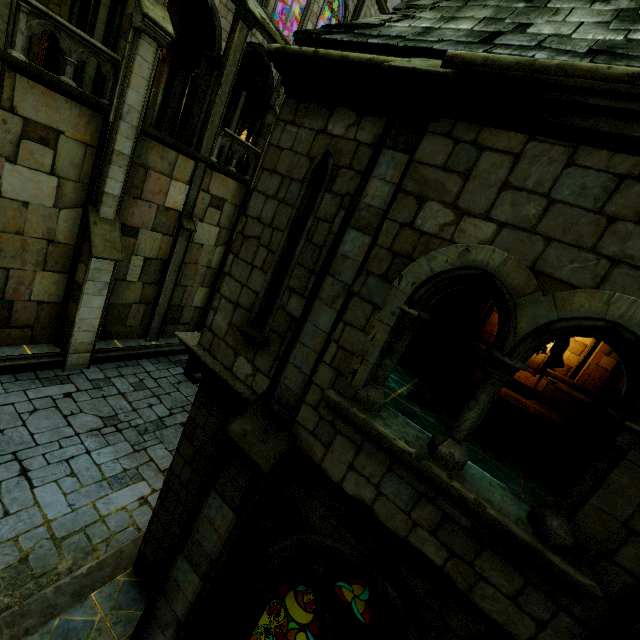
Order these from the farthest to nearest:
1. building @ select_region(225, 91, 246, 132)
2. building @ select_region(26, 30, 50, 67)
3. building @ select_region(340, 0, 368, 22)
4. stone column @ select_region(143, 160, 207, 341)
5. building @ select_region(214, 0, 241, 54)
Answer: building @ select_region(26, 30, 50, 67)
building @ select_region(340, 0, 368, 22)
building @ select_region(225, 91, 246, 132)
stone column @ select_region(143, 160, 207, 341)
building @ select_region(214, 0, 241, 54)

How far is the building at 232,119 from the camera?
15.4m

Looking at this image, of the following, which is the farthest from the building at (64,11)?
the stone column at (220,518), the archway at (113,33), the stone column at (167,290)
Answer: the stone column at (220,518)

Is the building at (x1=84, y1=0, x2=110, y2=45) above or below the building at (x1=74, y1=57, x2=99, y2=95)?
above

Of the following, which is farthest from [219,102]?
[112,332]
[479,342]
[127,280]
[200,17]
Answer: [479,342]

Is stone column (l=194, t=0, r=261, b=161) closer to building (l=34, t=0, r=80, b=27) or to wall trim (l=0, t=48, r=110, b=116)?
building (l=34, t=0, r=80, b=27)

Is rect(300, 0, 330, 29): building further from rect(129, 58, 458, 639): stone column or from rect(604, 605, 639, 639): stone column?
rect(604, 605, 639, 639): stone column

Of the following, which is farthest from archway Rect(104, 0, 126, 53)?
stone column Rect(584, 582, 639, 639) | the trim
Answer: stone column Rect(584, 582, 639, 639)
